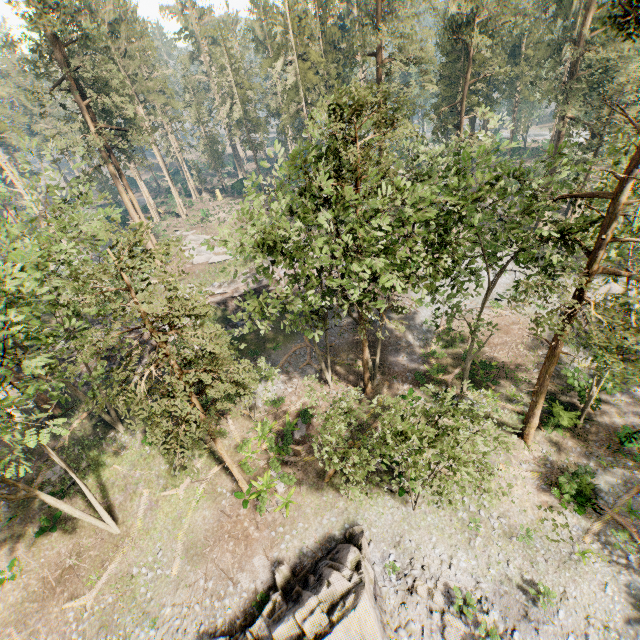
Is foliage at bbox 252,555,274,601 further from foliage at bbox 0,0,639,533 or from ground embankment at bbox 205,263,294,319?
ground embankment at bbox 205,263,294,319

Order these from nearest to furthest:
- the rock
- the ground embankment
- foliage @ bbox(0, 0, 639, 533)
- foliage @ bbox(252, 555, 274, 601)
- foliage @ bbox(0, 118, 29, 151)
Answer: foliage @ bbox(0, 0, 639, 533) → the rock → foliage @ bbox(0, 118, 29, 151) → foliage @ bbox(252, 555, 274, 601) → the ground embankment

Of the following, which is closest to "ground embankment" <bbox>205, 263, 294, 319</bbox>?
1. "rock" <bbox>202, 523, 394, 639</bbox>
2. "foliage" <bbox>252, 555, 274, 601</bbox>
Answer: "foliage" <bbox>252, 555, 274, 601</bbox>

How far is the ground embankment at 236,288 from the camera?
34.1 meters

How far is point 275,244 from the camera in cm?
1582

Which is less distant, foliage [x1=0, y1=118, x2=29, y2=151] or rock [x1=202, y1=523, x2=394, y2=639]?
rock [x1=202, y1=523, x2=394, y2=639]

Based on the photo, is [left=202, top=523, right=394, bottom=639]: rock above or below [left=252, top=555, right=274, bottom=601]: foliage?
above

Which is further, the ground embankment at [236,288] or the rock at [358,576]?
the ground embankment at [236,288]
